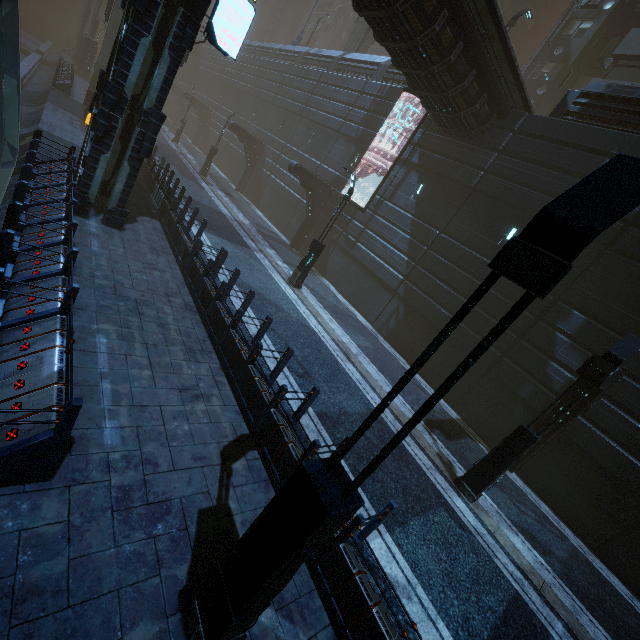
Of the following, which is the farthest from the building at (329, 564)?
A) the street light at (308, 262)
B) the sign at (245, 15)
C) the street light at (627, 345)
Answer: the street light at (308, 262)

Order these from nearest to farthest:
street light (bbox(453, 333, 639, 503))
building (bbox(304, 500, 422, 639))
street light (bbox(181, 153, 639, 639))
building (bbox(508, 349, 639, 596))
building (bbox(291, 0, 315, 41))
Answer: street light (bbox(181, 153, 639, 639)) < building (bbox(304, 500, 422, 639)) < street light (bbox(453, 333, 639, 503)) < building (bbox(508, 349, 639, 596)) < building (bbox(291, 0, 315, 41))

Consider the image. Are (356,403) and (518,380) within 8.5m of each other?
yes

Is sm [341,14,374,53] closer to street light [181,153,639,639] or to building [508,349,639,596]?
building [508,349,639,596]

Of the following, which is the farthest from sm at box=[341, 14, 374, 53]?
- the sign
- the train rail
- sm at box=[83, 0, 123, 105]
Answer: the sign

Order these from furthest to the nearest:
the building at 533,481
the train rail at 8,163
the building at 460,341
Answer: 1. the building at 460,341
2. the train rail at 8,163
3. the building at 533,481

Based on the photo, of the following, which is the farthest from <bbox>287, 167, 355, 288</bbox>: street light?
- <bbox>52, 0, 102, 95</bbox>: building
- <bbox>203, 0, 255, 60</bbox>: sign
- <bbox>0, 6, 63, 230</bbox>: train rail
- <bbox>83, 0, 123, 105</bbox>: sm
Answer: <bbox>83, 0, 123, 105</bbox>: sm

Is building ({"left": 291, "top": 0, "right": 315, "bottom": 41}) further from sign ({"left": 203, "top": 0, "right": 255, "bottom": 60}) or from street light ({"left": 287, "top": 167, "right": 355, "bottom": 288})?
street light ({"left": 287, "top": 167, "right": 355, "bottom": 288})
